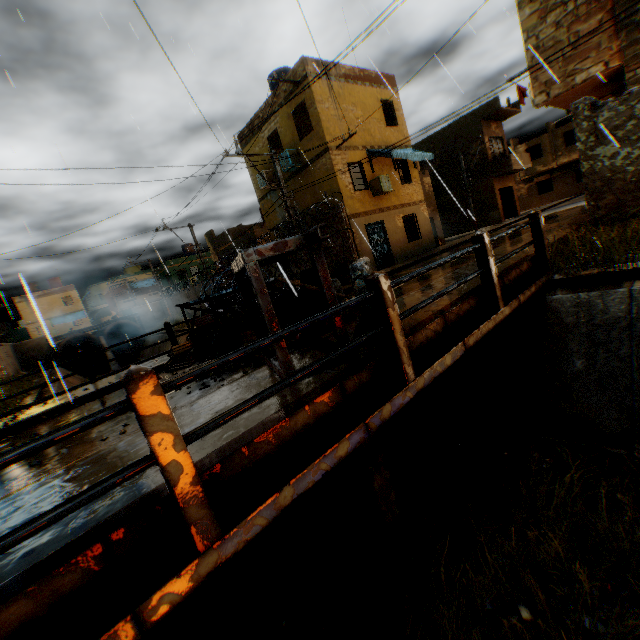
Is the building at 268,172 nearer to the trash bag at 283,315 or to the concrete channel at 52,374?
the concrete channel at 52,374

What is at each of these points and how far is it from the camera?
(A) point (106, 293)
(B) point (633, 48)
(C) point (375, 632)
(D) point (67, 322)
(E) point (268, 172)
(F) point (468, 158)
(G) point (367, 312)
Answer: (A) building, 53.5 meters
(B) building, 7.6 meters
(C) concrete channel, 3.8 meters
(D) building, 46.1 meters
(E) building, 18.0 meters
(F) building, 28.8 meters
(G) concrete block, 4.2 meters

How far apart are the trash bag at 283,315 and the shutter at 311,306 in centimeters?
1cm

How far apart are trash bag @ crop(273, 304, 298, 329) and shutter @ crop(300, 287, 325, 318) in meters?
0.0 m

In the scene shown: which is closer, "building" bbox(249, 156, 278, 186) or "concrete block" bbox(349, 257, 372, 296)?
"concrete block" bbox(349, 257, 372, 296)

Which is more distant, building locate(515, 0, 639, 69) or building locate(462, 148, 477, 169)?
building locate(462, 148, 477, 169)

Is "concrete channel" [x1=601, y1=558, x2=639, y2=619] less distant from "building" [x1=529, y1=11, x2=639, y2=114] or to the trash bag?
"building" [x1=529, y1=11, x2=639, y2=114]

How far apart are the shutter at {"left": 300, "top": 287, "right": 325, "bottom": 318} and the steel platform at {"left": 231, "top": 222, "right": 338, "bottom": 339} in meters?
0.5 m
